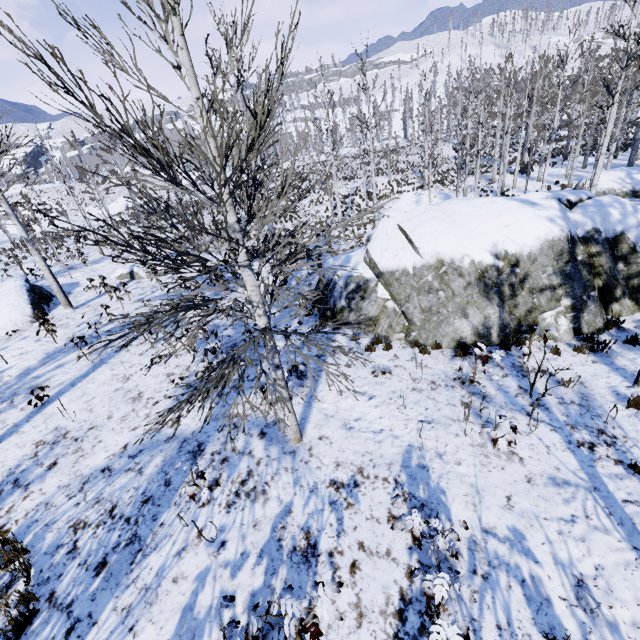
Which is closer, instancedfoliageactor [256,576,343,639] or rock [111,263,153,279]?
instancedfoliageactor [256,576,343,639]

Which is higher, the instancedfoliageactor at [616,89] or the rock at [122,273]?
the instancedfoliageactor at [616,89]

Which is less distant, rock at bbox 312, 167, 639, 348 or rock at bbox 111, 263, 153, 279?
rock at bbox 312, 167, 639, 348

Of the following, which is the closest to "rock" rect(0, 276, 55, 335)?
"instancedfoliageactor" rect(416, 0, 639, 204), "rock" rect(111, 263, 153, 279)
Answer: "rock" rect(111, 263, 153, 279)

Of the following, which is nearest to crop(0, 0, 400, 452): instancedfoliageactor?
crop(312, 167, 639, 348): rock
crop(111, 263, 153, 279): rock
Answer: crop(312, 167, 639, 348): rock

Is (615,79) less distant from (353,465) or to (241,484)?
(353,465)

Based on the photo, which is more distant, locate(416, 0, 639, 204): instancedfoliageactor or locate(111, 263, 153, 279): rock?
locate(111, 263, 153, 279): rock

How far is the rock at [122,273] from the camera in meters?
17.8 m
